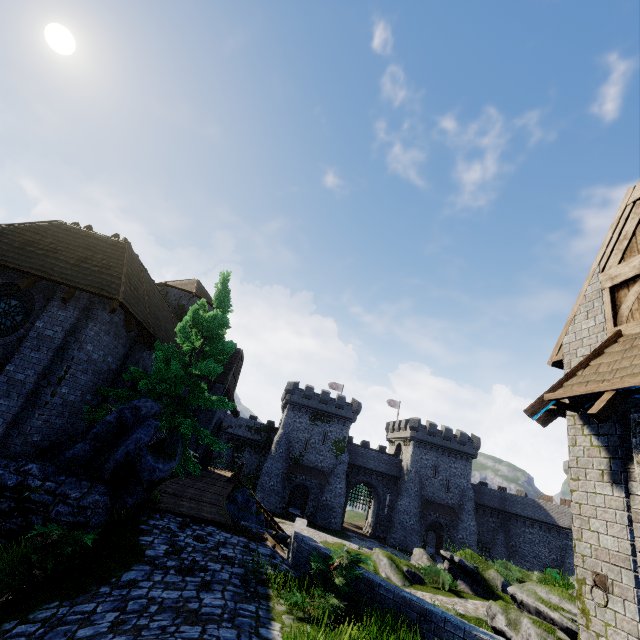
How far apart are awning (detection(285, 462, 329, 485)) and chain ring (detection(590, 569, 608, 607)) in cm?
4251

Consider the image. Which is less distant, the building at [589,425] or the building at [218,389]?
the building at [589,425]

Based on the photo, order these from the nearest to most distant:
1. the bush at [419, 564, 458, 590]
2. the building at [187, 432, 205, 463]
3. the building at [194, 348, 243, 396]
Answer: the bush at [419, 564, 458, 590] → the building at [187, 432, 205, 463] → the building at [194, 348, 243, 396]

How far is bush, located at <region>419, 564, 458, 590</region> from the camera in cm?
1745

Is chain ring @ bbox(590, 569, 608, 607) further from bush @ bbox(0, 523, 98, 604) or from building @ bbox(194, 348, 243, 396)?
building @ bbox(194, 348, 243, 396)

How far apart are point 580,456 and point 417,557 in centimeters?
2022cm

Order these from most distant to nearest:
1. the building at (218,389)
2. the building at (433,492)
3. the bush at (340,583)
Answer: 1. the building at (433,492)
2. the building at (218,389)
3. the bush at (340,583)

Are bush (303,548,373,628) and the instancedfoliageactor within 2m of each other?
yes
